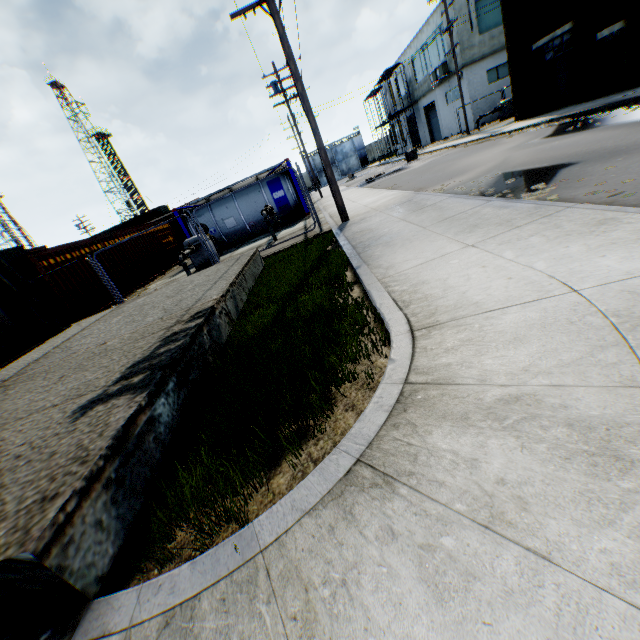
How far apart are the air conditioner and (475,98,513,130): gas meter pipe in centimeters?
577cm

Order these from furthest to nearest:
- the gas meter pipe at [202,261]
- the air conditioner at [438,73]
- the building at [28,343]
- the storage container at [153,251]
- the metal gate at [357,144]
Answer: the metal gate at [357,144]
the air conditioner at [438,73]
the storage container at [153,251]
the gas meter pipe at [202,261]
the building at [28,343]

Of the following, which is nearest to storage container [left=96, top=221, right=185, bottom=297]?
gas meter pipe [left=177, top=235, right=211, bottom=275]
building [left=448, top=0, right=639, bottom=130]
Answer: gas meter pipe [left=177, top=235, right=211, bottom=275]

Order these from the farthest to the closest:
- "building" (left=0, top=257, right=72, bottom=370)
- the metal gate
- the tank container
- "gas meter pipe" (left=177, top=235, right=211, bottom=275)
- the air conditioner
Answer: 1. the metal gate
2. the air conditioner
3. the tank container
4. "gas meter pipe" (left=177, top=235, right=211, bottom=275)
5. "building" (left=0, top=257, right=72, bottom=370)

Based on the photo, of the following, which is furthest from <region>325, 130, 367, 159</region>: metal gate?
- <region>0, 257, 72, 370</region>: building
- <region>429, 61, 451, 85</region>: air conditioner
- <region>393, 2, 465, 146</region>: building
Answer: <region>0, 257, 72, 370</region>: building

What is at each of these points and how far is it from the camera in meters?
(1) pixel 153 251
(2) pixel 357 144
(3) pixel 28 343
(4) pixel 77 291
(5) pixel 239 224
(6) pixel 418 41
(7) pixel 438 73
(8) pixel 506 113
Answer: (1) storage container, 18.7 m
(2) metal gate, 59.1 m
(3) building, 8.4 m
(4) storage container, 12.4 m
(5) tank container, 17.9 m
(6) building, 31.8 m
(7) air conditioner, 28.9 m
(8) gas meter pipe, 25.2 m

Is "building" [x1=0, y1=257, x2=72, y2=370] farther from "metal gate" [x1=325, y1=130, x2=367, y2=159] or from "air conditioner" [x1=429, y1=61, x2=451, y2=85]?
"metal gate" [x1=325, y1=130, x2=367, y2=159]

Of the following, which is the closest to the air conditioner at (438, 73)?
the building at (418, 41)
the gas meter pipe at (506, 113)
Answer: the building at (418, 41)
